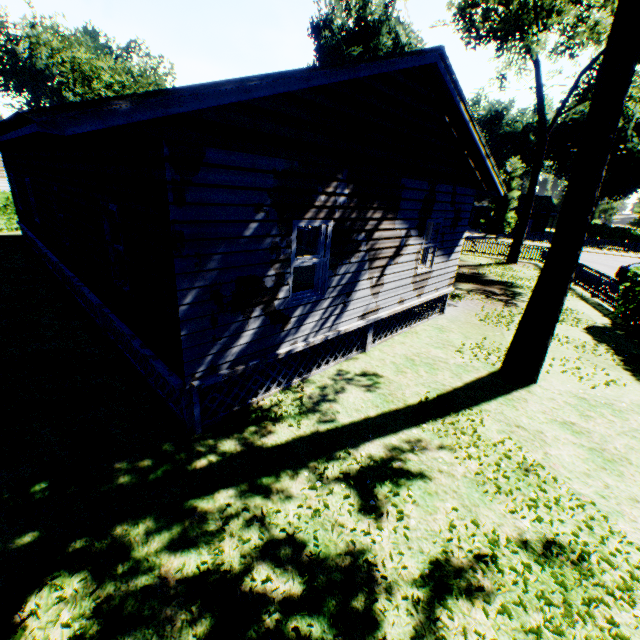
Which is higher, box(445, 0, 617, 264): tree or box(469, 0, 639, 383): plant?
box(445, 0, 617, 264): tree

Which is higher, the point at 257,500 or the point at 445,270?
the point at 445,270

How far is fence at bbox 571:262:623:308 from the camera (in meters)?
14.76

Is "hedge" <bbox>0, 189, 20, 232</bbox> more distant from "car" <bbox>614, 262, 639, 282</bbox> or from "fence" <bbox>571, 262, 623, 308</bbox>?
"car" <bbox>614, 262, 639, 282</bbox>

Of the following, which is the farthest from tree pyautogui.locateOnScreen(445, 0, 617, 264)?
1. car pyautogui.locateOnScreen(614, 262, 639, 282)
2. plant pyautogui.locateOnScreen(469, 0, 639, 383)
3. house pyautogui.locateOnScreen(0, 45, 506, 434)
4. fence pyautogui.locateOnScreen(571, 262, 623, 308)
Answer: plant pyautogui.locateOnScreen(469, 0, 639, 383)

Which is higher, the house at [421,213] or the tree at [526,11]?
the tree at [526,11]

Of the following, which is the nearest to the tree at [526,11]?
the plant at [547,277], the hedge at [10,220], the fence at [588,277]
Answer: the fence at [588,277]

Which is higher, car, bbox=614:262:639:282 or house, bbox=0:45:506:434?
house, bbox=0:45:506:434
